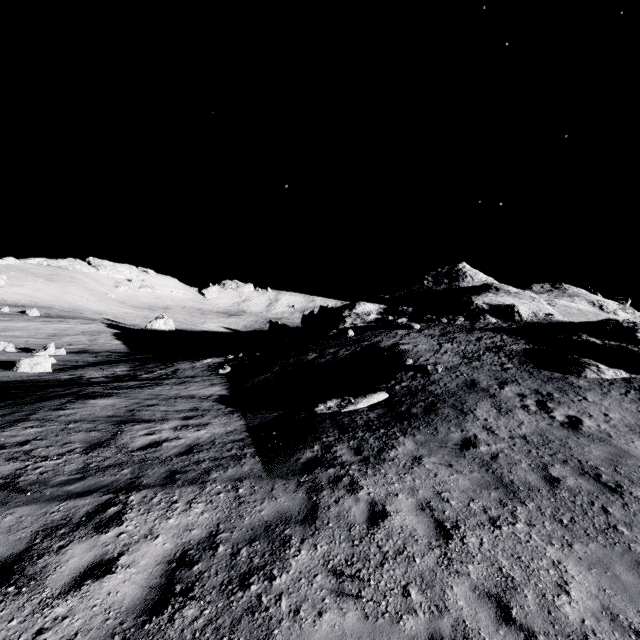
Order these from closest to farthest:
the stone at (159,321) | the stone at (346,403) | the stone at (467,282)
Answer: the stone at (346,403)
the stone at (467,282)
the stone at (159,321)

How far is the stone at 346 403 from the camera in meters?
11.2

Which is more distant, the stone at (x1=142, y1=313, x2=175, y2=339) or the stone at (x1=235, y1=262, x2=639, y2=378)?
the stone at (x1=142, y1=313, x2=175, y2=339)

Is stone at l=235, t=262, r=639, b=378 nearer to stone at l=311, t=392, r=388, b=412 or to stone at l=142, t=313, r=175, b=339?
stone at l=311, t=392, r=388, b=412

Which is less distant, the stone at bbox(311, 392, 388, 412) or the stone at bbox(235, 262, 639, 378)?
the stone at bbox(311, 392, 388, 412)

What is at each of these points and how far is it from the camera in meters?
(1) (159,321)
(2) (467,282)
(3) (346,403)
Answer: (1) stone, 50.3 m
(2) stone, 44.9 m
(3) stone, 11.5 m
